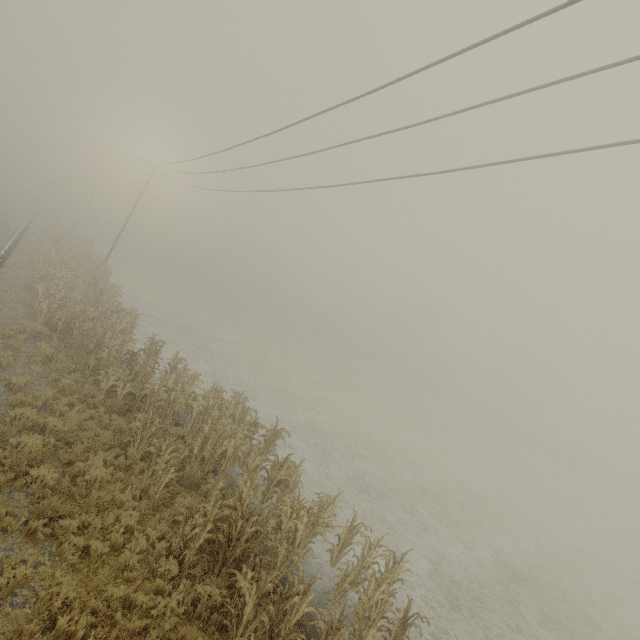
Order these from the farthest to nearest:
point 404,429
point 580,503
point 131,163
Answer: point 131,163, point 580,503, point 404,429
